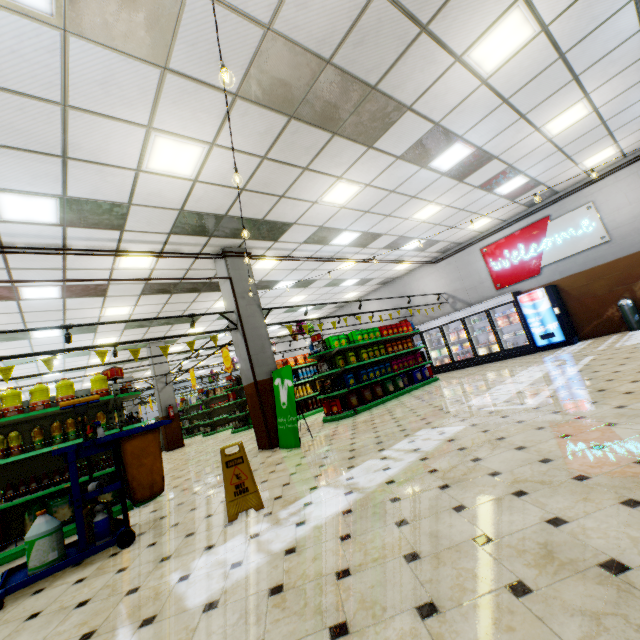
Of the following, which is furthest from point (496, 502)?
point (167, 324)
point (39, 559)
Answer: point (167, 324)

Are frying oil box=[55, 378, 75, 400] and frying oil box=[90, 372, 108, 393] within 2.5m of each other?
yes

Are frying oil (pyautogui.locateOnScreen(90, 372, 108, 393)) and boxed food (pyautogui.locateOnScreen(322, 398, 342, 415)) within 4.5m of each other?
no

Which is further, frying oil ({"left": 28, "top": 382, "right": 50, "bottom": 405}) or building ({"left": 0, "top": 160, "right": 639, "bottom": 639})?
frying oil ({"left": 28, "top": 382, "right": 50, "bottom": 405})

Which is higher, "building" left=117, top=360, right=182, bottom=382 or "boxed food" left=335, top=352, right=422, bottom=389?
"building" left=117, top=360, right=182, bottom=382

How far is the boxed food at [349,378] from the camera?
9.2 meters

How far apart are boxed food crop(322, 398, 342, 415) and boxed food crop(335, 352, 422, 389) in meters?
0.9

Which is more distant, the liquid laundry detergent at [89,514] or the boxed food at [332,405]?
the boxed food at [332,405]
